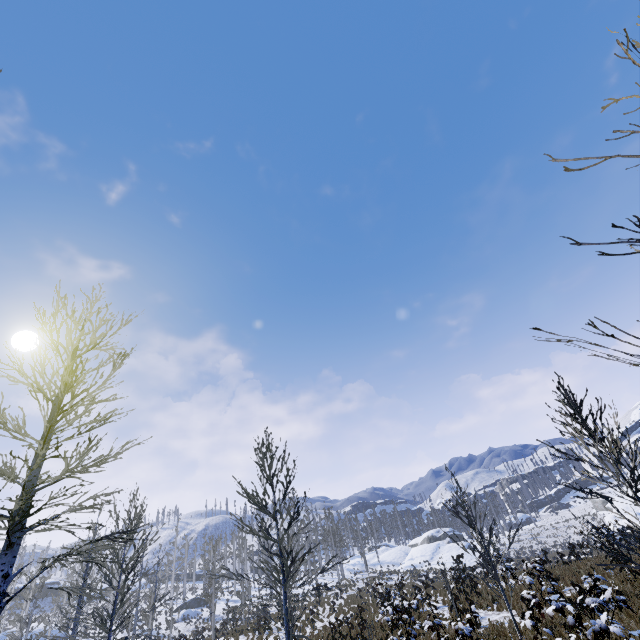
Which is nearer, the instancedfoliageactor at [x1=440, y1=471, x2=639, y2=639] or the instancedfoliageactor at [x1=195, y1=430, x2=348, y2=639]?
the instancedfoliageactor at [x1=440, y1=471, x2=639, y2=639]

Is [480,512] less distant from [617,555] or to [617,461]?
[617,461]

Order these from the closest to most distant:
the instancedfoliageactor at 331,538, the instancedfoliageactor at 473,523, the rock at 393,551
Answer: the instancedfoliageactor at 473,523, the instancedfoliageactor at 331,538, the rock at 393,551

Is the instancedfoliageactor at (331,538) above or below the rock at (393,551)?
above

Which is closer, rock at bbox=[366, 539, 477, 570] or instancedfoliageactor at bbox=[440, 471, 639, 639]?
instancedfoliageactor at bbox=[440, 471, 639, 639]

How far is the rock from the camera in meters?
45.6

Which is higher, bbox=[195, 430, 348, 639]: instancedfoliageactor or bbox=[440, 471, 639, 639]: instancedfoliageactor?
bbox=[195, 430, 348, 639]: instancedfoliageactor

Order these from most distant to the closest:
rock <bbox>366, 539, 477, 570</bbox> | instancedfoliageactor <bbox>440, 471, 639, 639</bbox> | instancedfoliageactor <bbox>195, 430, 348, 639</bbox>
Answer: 1. rock <bbox>366, 539, 477, 570</bbox>
2. instancedfoliageactor <bbox>195, 430, 348, 639</bbox>
3. instancedfoliageactor <bbox>440, 471, 639, 639</bbox>
